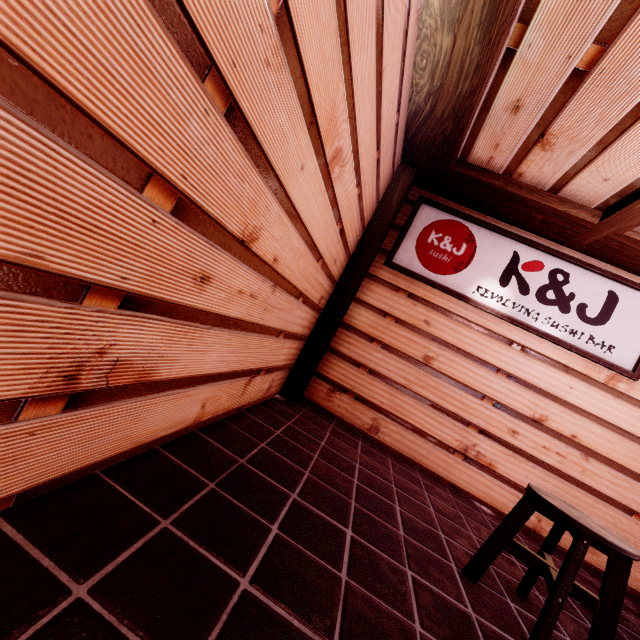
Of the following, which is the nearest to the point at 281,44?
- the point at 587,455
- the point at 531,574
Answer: the point at 531,574

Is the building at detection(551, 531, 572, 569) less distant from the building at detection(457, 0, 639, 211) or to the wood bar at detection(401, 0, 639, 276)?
the wood bar at detection(401, 0, 639, 276)

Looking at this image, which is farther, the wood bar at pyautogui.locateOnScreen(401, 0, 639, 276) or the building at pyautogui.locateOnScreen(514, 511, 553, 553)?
the building at pyautogui.locateOnScreen(514, 511, 553, 553)

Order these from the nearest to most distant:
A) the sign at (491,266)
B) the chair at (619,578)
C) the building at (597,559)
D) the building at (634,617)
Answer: the chair at (619,578), the building at (634,617), the building at (597,559), the sign at (491,266)

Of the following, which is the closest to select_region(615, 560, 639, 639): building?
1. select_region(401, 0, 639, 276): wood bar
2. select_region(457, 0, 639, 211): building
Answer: select_region(401, 0, 639, 276): wood bar

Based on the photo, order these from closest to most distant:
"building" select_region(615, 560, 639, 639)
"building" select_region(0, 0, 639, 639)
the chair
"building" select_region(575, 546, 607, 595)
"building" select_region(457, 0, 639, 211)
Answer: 1. "building" select_region(0, 0, 639, 639)
2. the chair
3. "building" select_region(457, 0, 639, 211)
4. "building" select_region(615, 560, 639, 639)
5. "building" select_region(575, 546, 607, 595)

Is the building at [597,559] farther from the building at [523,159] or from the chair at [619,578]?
the building at [523,159]

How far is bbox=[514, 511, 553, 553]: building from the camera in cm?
528
